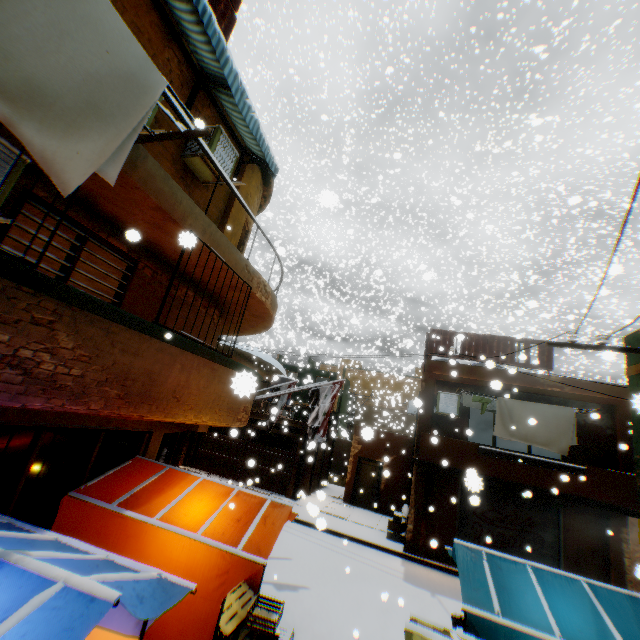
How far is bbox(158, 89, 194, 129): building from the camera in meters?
4.7 m

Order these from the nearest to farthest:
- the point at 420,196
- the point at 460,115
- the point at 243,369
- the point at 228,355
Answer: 1. the point at 228,355
2. the point at 243,369
3. the point at 460,115
4. the point at 420,196

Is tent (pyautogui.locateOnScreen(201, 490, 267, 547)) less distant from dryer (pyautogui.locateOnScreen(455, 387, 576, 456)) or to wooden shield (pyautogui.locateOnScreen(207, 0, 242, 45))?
dryer (pyautogui.locateOnScreen(455, 387, 576, 456))

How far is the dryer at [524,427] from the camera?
10.48m

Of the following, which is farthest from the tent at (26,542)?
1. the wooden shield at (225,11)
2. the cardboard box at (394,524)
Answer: the wooden shield at (225,11)

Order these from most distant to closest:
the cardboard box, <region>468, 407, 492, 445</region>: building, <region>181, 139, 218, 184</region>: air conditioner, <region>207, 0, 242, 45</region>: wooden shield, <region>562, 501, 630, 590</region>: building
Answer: <region>468, 407, 492, 445</region>: building < the cardboard box < <region>562, 501, 630, 590</region>: building < <region>207, 0, 242, 45</region>: wooden shield < <region>181, 139, 218, 184</region>: air conditioner

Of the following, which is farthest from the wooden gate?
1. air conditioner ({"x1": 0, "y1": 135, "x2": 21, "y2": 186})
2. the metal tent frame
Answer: air conditioner ({"x1": 0, "y1": 135, "x2": 21, "y2": 186})
